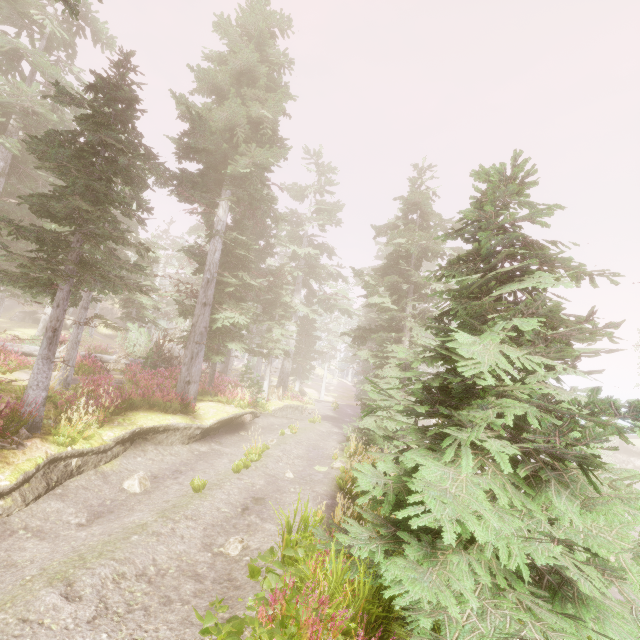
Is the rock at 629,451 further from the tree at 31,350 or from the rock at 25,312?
the rock at 25,312

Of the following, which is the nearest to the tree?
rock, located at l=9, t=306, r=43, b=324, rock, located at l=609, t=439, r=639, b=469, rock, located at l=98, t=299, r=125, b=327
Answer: rock, located at l=9, t=306, r=43, b=324

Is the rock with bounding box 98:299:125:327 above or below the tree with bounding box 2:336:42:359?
above

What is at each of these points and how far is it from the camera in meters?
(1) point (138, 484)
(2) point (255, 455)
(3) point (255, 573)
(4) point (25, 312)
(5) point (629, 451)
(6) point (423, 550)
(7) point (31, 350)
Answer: (1) instancedfoliageactor, 8.9
(2) instancedfoliageactor, 11.9
(3) instancedfoliageactor, 4.9
(4) rock, 37.5
(5) rock, 37.4
(6) instancedfoliageactor, 4.4
(7) tree, 15.8

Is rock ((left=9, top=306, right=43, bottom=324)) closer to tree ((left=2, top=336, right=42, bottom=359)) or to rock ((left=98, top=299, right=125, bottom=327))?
rock ((left=98, top=299, right=125, bottom=327))

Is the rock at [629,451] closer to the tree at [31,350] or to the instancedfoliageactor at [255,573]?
the instancedfoliageactor at [255,573]

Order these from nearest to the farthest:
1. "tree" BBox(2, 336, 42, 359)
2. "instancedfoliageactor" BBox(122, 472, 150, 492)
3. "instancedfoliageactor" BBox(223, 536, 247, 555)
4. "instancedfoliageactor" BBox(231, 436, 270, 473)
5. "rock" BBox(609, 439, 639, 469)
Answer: "instancedfoliageactor" BBox(223, 536, 247, 555) < "instancedfoliageactor" BBox(122, 472, 150, 492) < "instancedfoliageactor" BBox(231, 436, 270, 473) < "tree" BBox(2, 336, 42, 359) < "rock" BBox(609, 439, 639, 469)

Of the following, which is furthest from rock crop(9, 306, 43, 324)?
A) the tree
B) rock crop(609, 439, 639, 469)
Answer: rock crop(609, 439, 639, 469)
